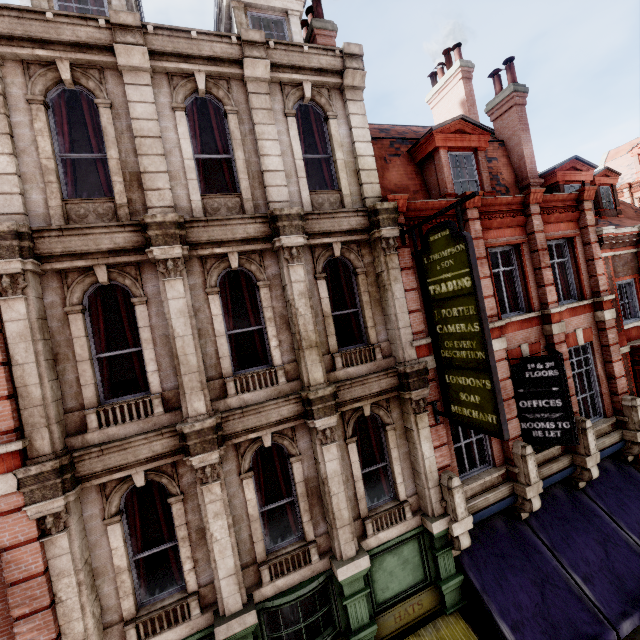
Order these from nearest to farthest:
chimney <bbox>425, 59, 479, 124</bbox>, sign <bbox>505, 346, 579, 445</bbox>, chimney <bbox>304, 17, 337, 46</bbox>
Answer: sign <bbox>505, 346, 579, 445</bbox>
chimney <bbox>304, 17, 337, 46</bbox>
chimney <bbox>425, 59, 479, 124</bbox>

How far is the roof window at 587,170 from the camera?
12.6m

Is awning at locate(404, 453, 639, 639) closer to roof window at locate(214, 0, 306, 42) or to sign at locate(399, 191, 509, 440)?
sign at locate(399, 191, 509, 440)

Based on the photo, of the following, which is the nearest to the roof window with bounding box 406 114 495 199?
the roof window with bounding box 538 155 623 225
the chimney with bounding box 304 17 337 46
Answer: the chimney with bounding box 304 17 337 46

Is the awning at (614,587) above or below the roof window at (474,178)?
below

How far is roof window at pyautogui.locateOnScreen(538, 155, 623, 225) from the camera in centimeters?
1263cm

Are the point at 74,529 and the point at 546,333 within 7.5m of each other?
no

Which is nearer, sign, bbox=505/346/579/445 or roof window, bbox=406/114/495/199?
sign, bbox=505/346/579/445
